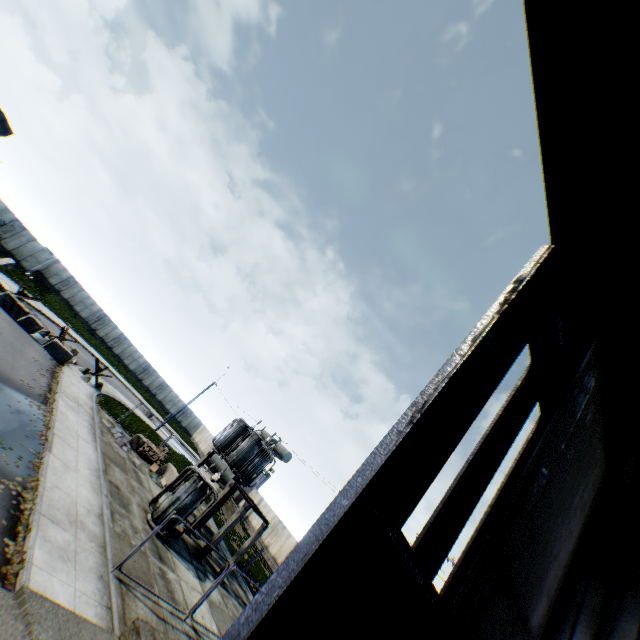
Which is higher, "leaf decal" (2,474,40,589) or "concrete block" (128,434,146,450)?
"concrete block" (128,434,146,450)

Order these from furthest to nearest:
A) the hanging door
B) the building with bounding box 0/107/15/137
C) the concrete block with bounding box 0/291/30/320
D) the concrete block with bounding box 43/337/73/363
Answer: the concrete block with bounding box 43/337/73/363 < the concrete block with bounding box 0/291/30/320 < the building with bounding box 0/107/15/137 < the hanging door

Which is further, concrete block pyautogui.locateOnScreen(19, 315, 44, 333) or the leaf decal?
concrete block pyautogui.locateOnScreen(19, 315, 44, 333)

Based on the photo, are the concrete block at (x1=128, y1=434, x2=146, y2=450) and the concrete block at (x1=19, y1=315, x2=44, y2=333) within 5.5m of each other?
no

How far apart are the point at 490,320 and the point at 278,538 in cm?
4116

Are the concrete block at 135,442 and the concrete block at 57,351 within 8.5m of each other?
yes

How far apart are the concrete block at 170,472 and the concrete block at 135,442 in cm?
252

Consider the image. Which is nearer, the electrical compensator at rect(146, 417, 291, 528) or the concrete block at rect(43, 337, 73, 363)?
the electrical compensator at rect(146, 417, 291, 528)
